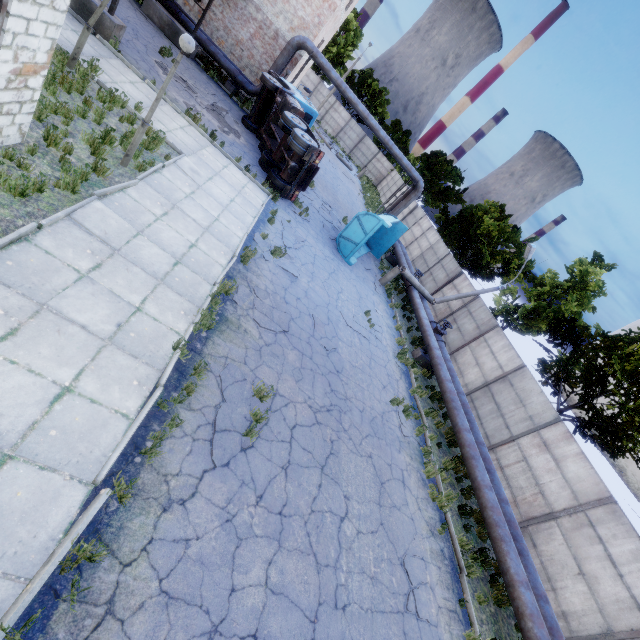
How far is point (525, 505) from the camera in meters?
11.4 m

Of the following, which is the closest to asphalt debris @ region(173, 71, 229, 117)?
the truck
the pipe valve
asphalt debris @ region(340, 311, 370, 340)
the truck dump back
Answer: the truck

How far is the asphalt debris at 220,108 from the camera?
15.0m

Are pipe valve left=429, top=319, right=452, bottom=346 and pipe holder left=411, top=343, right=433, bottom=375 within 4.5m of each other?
yes

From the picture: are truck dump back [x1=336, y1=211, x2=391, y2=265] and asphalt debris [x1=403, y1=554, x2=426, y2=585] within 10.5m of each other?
no

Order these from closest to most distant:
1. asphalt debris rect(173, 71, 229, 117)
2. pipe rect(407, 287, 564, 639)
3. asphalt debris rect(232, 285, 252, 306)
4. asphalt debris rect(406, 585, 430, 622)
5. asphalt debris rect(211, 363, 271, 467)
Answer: asphalt debris rect(211, 363, 271, 467) < asphalt debris rect(406, 585, 430, 622) < pipe rect(407, 287, 564, 639) < asphalt debris rect(232, 285, 252, 306) < asphalt debris rect(173, 71, 229, 117)

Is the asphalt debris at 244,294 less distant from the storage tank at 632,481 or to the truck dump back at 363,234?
the truck dump back at 363,234

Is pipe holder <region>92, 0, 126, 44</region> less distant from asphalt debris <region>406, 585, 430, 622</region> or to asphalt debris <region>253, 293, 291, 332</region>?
asphalt debris <region>253, 293, 291, 332</region>
